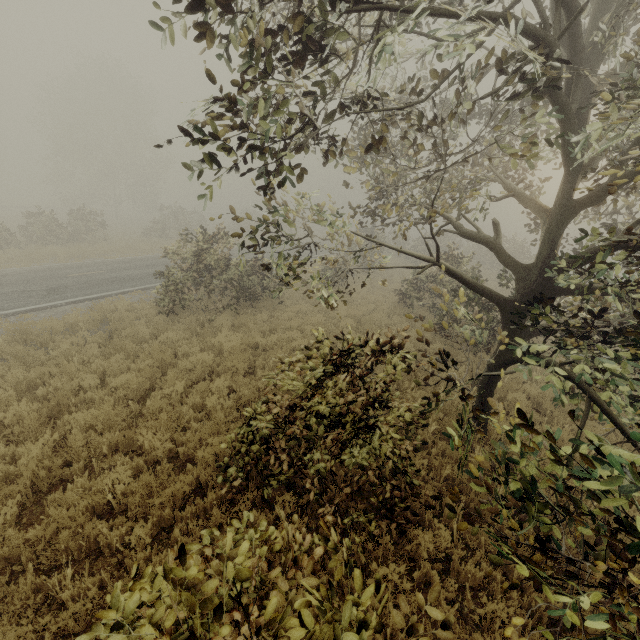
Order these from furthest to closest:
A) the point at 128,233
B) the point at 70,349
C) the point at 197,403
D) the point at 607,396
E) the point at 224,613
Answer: the point at 128,233, the point at 70,349, the point at 197,403, the point at 607,396, the point at 224,613

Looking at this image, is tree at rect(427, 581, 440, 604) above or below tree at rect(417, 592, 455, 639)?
above

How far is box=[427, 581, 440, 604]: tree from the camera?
1.70m

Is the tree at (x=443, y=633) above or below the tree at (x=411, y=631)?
above

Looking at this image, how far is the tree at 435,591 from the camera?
1.7m
